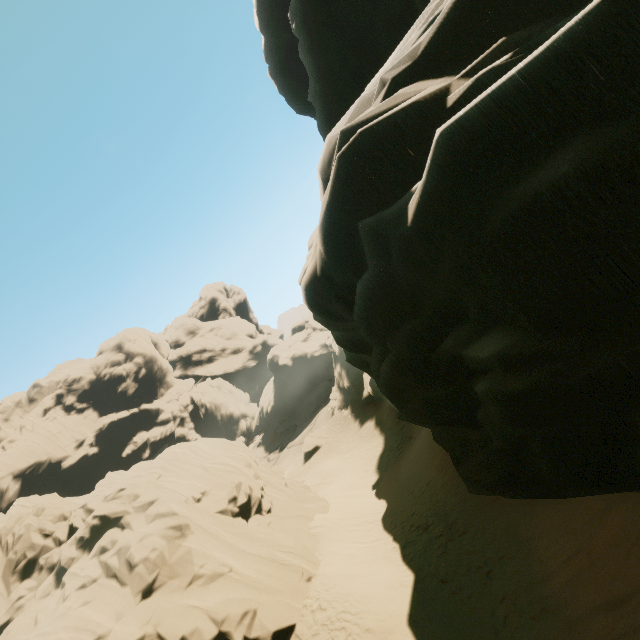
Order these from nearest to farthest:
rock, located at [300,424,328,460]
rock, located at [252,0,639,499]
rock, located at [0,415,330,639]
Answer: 1. rock, located at [252,0,639,499]
2. rock, located at [0,415,330,639]
3. rock, located at [300,424,328,460]

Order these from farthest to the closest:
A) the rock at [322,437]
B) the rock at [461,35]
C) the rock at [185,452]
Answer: the rock at [322,437]
the rock at [185,452]
the rock at [461,35]

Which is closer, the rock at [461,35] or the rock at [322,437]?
the rock at [461,35]

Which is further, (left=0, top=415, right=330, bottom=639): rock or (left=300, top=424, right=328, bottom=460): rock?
(left=300, top=424, right=328, bottom=460): rock

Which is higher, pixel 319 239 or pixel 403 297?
pixel 319 239

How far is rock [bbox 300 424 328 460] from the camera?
35.16m

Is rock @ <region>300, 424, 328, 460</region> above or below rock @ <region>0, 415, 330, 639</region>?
below
